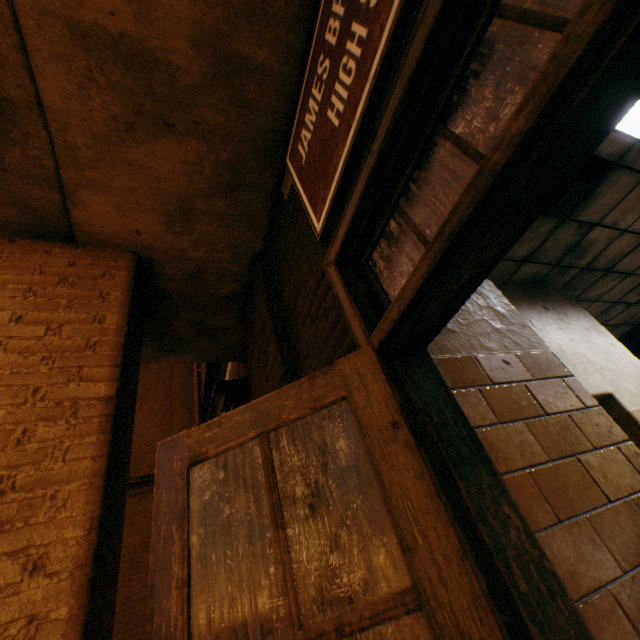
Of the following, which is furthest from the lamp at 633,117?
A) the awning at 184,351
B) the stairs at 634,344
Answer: the stairs at 634,344

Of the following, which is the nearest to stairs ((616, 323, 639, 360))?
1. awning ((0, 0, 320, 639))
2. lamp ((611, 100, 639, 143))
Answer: lamp ((611, 100, 639, 143))

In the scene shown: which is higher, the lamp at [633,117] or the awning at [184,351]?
the lamp at [633,117]

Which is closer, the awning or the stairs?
the awning

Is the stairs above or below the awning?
above

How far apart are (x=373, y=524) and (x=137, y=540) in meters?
8.4

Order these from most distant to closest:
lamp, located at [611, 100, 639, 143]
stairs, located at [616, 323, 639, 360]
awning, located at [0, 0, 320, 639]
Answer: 1. stairs, located at [616, 323, 639, 360]
2. lamp, located at [611, 100, 639, 143]
3. awning, located at [0, 0, 320, 639]

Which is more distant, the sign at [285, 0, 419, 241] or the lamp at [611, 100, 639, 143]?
the lamp at [611, 100, 639, 143]
